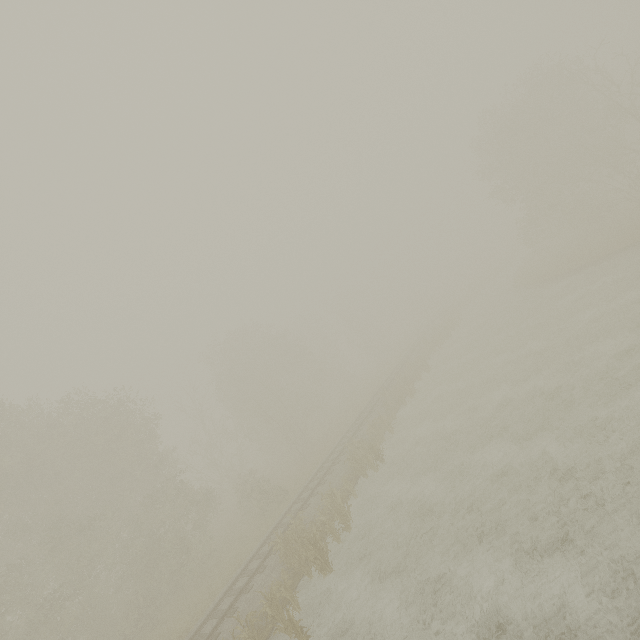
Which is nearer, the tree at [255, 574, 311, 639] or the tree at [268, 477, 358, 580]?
the tree at [255, 574, 311, 639]

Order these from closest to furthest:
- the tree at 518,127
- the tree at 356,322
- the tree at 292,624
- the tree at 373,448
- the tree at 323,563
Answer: the tree at 292,624 → the tree at 323,563 → the tree at 373,448 → the tree at 518,127 → the tree at 356,322

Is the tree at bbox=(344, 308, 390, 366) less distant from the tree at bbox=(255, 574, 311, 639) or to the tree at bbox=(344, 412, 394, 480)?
the tree at bbox=(344, 412, 394, 480)

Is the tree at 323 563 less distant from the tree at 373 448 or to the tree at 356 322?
the tree at 373 448

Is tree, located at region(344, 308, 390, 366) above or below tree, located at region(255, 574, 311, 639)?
above

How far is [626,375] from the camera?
11.7m

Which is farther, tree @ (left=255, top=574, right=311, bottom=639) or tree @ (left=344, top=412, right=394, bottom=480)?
tree @ (left=344, top=412, right=394, bottom=480)
